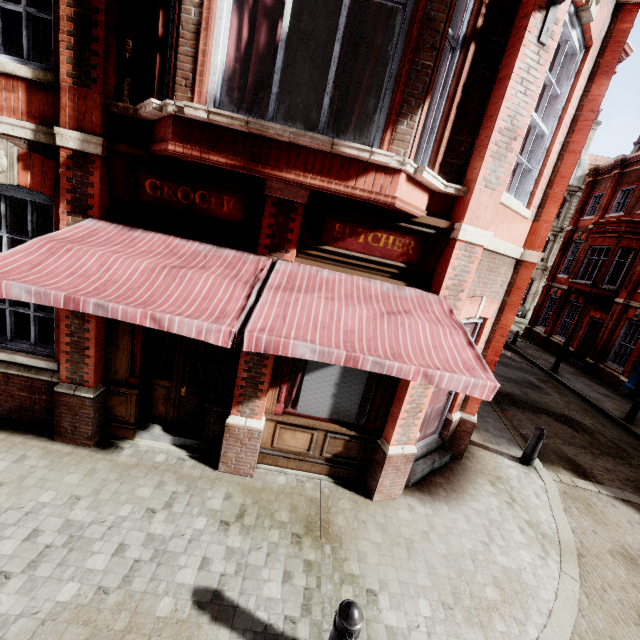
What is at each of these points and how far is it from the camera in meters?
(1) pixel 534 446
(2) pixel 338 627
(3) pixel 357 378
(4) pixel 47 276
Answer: (1) post, 7.2 m
(2) post, 2.8 m
(3) sign, 5.2 m
(4) awning, 3.1 m

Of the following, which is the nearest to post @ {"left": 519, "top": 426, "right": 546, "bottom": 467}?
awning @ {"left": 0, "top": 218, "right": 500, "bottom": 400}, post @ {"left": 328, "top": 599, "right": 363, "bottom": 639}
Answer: awning @ {"left": 0, "top": 218, "right": 500, "bottom": 400}

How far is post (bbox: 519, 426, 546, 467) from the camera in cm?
716

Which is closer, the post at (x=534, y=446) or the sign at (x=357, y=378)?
the sign at (x=357, y=378)

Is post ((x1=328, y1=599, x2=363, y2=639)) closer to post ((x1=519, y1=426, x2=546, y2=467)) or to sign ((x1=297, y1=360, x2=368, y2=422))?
sign ((x1=297, y1=360, x2=368, y2=422))

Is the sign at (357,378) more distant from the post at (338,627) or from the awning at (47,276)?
the post at (338,627)

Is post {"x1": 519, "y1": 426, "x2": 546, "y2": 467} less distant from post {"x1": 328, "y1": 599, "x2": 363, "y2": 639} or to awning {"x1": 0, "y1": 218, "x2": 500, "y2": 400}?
awning {"x1": 0, "y1": 218, "x2": 500, "y2": 400}

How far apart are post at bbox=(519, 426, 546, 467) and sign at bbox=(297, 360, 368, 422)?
4.7 meters
